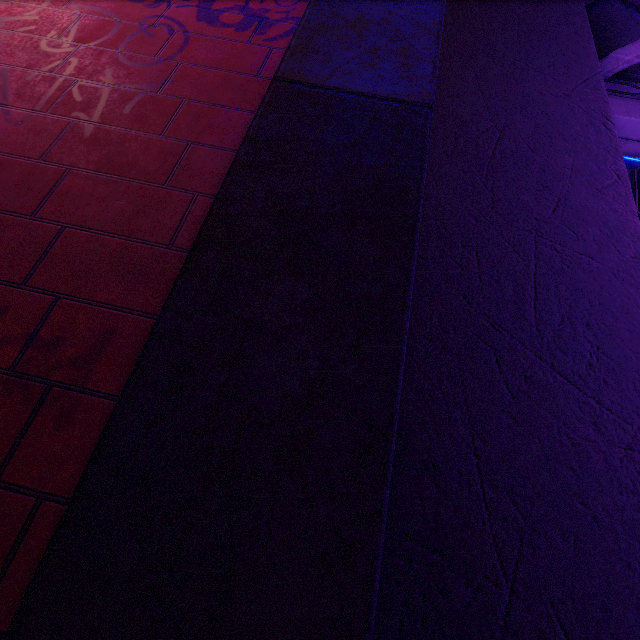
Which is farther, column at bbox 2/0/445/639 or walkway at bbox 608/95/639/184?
walkway at bbox 608/95/639/184

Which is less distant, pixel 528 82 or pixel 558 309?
pixel 558 309

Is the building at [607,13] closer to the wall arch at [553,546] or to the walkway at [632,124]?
the wall arch at [553,546]

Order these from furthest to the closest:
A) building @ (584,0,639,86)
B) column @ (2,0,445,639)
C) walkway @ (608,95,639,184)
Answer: building @ (584,0,639,86)
walkway @ (608,95,639,184)
column @ (2,0,445,639)

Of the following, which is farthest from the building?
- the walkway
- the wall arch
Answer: the walkway

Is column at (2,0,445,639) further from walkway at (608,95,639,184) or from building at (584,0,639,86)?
walkway at (608,95,639,184)

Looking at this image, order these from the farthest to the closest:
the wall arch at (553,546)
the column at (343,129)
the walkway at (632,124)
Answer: the walkway at (632,124) → the wall arch at (553,546) → the column at (343,129)
